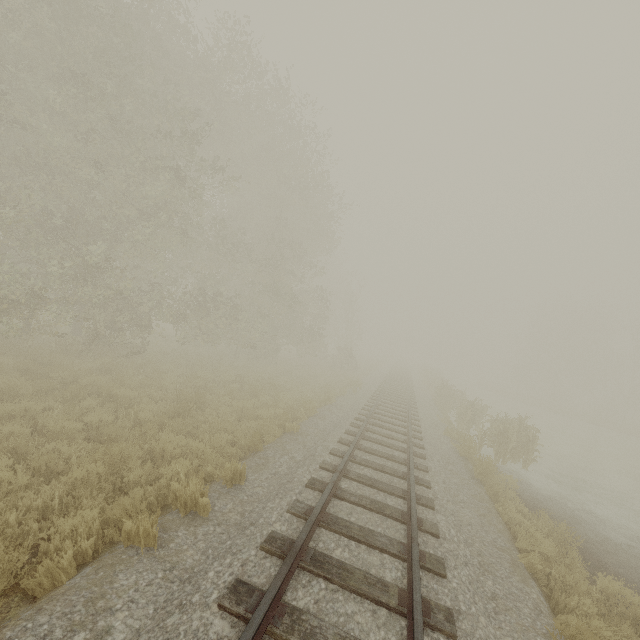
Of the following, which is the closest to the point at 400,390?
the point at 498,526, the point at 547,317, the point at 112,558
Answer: the point at 498,526

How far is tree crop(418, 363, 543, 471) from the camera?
13.2m

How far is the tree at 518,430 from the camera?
13.2m
